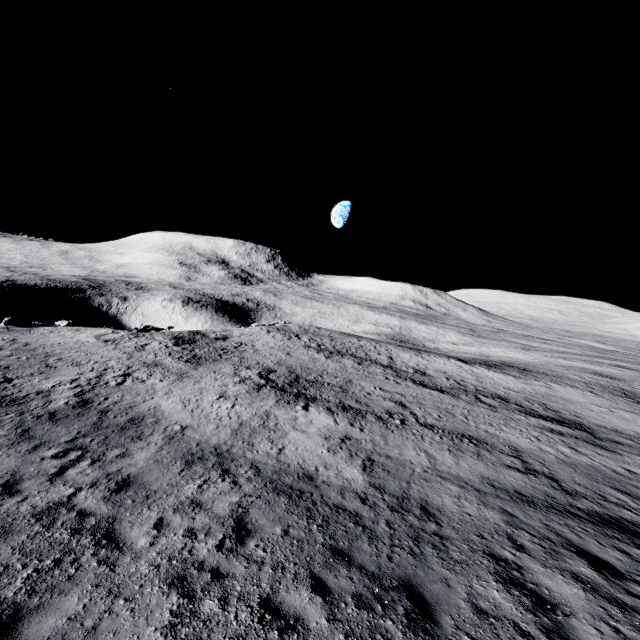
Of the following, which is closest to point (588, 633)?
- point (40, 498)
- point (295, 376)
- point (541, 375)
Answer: point (40, 498)
